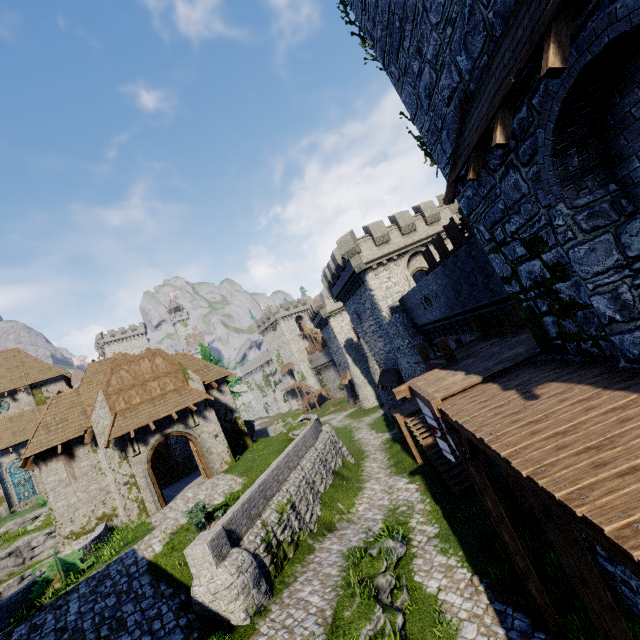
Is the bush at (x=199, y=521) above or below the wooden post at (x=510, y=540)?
above

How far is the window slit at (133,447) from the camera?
18.4m

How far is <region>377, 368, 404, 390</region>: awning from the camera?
27.51m

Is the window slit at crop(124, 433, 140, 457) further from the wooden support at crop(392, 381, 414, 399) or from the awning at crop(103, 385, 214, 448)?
the wooden support at crop(392, 381, 414, 399)

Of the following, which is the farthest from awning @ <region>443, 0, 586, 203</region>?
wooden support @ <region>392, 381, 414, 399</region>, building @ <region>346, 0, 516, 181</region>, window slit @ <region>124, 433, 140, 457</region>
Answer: window slit @ <region>124, 433, 140, 457</region>

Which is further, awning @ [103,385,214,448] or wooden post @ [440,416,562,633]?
awning @ [103,385,214,448]

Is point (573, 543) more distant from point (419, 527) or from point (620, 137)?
point (419, 527)

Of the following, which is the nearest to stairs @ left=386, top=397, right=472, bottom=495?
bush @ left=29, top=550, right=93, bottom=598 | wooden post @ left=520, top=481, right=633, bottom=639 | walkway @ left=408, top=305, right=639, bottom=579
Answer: walkway @ left=408, top=305, right=639, bottom=579
